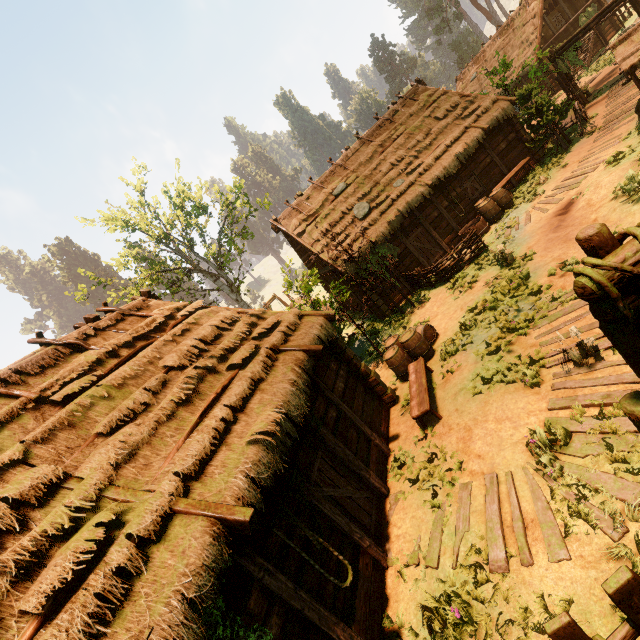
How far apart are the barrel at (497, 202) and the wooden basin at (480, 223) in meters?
0.1 m

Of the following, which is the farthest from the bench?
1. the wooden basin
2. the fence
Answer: the wooden basin

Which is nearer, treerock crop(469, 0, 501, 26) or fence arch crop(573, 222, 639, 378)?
fence arch crop(573, 222, 639, 378)

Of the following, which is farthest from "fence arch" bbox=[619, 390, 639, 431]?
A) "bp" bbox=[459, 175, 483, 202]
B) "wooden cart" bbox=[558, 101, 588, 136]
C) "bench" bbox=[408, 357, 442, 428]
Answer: "bp" bbox=[459, 175, 483, 202]

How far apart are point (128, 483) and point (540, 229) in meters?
13.8 m

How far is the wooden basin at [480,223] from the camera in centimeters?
1484cm

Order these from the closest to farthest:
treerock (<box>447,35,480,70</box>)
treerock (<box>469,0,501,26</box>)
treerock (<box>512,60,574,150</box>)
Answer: treerock (<box>512,60,574,150</box>) → treerock (<box>469,0,501,26</box>) → treerock (<box>447,35,480,70</box>)

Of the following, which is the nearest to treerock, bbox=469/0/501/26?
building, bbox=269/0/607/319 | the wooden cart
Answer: → building, bbox=269/0/607/319
